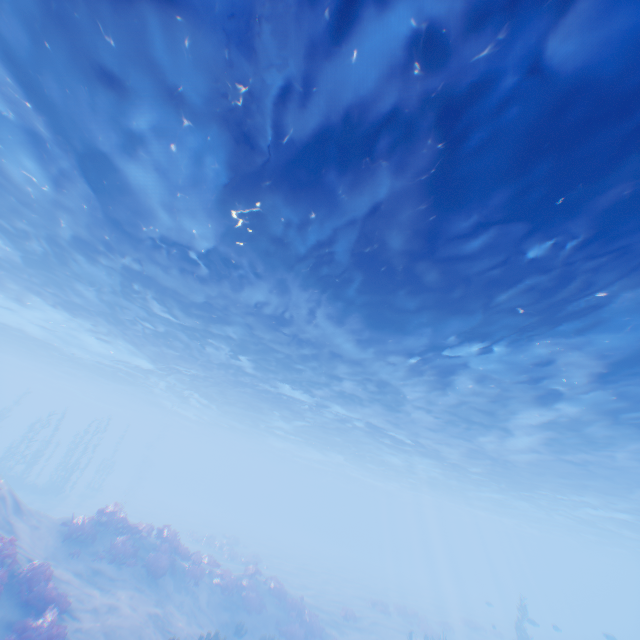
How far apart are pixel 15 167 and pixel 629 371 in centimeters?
2130cm

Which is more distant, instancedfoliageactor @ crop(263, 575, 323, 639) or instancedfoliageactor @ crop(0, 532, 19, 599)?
instancedfoliageactor @ crop(263, 575, 323, 639)

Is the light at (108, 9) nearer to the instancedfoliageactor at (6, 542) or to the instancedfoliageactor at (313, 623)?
the instancedfoliageactor at (313, 623)

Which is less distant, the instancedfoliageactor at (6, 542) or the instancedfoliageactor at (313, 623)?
the instancedfoliageactor at (6, 542)

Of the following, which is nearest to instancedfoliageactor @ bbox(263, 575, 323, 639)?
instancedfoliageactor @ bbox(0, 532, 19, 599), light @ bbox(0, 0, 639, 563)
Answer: instancedfoliageactor @ bbox(0, 532, 19, 599)

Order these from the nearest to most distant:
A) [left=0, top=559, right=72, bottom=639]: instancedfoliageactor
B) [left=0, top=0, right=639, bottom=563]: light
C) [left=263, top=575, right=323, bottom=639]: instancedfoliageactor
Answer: [left=0, top=0, right=639, bottom=563]: light < [left=0, top=559, right=72, bottom=639]: instancedfoliageactor < [left=263, top=575, right=323, bottom=639]: instancedfoliageactor

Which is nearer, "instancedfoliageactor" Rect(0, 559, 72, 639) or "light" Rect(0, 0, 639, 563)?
"light" Rect(0, 0, 639, 563)
